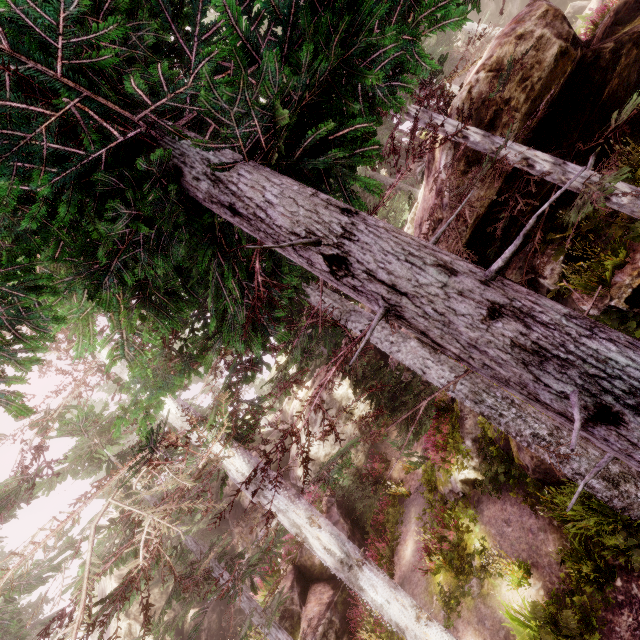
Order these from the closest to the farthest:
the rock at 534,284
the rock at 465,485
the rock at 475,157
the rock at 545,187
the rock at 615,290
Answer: the rock at 615,290, the rock at 475,157, the rock at 545,187, the rock at 534,284, the rock at 465,485

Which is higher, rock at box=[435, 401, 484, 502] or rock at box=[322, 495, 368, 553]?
rock at box=[322, 495, 368, 553]

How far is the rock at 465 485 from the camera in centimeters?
1081cm

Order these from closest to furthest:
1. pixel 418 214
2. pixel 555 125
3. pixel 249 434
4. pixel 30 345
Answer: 1. pixel 30 345
2. pixel 555 125
3. pixel 418 214
4. pixel 249 434

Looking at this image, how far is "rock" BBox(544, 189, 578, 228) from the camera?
10.1m

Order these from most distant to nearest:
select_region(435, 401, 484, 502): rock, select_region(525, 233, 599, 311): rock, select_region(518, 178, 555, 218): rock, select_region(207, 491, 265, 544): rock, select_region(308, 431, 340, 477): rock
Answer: select_region(207, 491, 265, 544): rock, select_region(308, 431, 340, 477): rock, select_region(435, 401, 484, 502): rock, select_region(525, 233, 599, 311): rock, select_region(518, 178, 555, 218): rock
